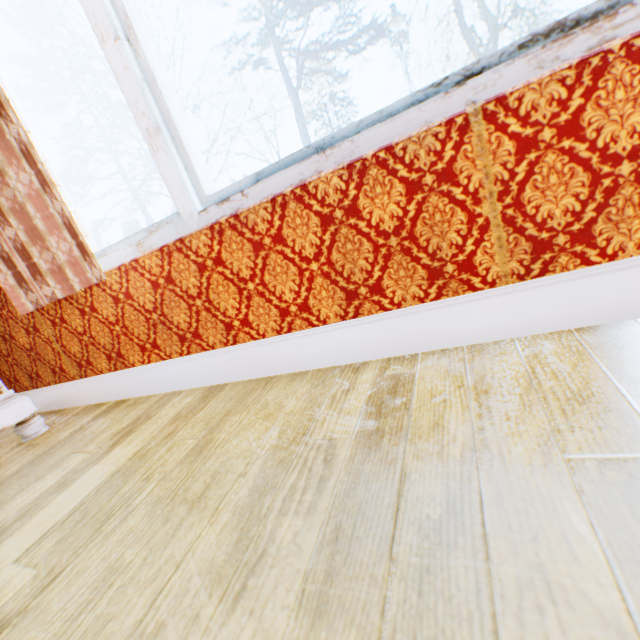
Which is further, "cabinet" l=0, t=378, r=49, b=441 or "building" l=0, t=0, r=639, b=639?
"cabinet" l=0, t=378, r=49, b=441

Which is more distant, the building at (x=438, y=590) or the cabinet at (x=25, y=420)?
the cabinet at (x=25, y=420)

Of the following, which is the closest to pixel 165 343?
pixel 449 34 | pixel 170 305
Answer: pixel 170 305
